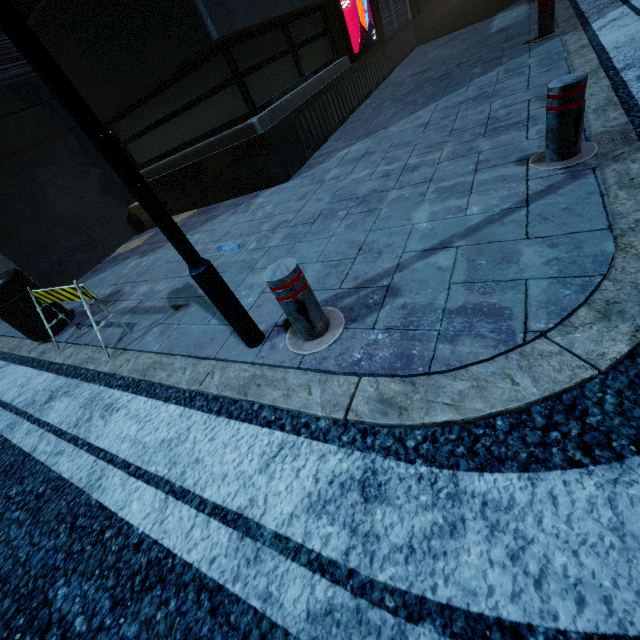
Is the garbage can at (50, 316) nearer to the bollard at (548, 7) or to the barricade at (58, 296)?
the barricade at (58, 296)

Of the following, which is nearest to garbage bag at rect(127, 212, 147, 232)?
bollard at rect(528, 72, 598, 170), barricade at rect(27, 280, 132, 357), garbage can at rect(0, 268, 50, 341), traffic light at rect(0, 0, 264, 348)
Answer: garbage can at rect(0, 268, 50, 341)

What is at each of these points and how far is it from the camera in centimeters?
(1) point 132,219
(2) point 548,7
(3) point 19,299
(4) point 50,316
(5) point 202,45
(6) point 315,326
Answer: (1) garbage bag, 692cm
(2) bollard, 525cm
(3) garbage can, 412cm
(4) garbage can, 438cm
(5) building, 441cm
(6) bollard, 213cm

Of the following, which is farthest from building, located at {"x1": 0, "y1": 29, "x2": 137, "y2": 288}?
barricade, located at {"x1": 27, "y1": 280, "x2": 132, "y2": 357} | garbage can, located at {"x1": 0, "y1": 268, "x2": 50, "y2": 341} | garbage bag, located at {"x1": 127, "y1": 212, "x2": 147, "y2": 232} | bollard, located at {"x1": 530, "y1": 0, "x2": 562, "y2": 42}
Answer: bollard, located at {"x1": 530, "y1": 0, "x2": 562, "y2": 42}

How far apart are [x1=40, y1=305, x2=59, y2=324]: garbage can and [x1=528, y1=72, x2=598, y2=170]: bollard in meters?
5.9

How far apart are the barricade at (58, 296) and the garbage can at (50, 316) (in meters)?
0.45

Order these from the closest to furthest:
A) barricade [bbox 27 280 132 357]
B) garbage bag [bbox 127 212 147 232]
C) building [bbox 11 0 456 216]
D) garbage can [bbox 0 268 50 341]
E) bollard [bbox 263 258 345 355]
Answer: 1. bollard [bbox 263 258 345 355]
2. barricade [bbox 27 280 132 357]
3. garbage can [bbox 0 268 50 341]
4. building [bbox 11 0 456 216]
5. garbage bag [bbox 127 212 147 232]

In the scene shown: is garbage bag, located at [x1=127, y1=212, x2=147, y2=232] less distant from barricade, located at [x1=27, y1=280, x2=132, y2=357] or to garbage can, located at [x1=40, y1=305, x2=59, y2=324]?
garbage can, located at [x1=40, y1=305, x2=59, y2=324]
